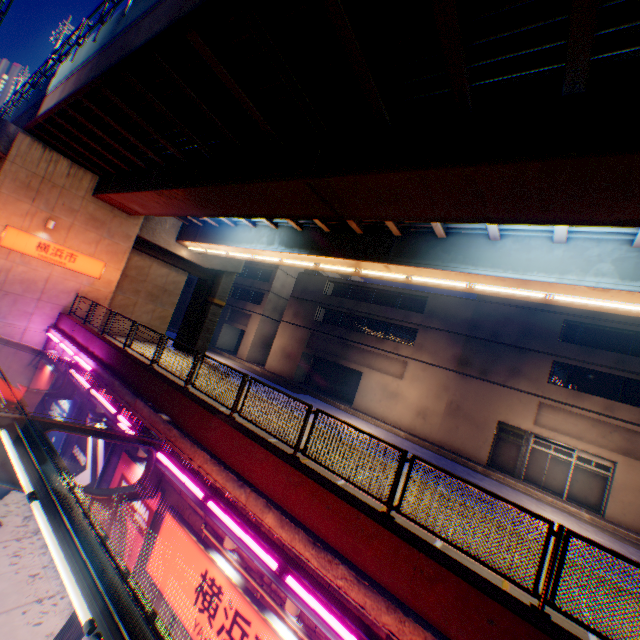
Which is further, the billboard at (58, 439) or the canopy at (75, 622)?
the billboard at (58, 439)

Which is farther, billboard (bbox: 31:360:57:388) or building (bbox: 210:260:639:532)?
building (bbox: 210:260:639:532)

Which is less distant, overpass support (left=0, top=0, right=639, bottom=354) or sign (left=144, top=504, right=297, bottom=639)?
overpass support (left=0, top=0, right=639, bottom=354)

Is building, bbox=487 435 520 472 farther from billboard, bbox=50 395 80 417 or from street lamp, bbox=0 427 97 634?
street lamp, bbox=0 427 97 634

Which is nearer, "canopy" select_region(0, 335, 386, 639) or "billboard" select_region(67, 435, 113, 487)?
"canopy" select_region(0, 335, 386, 639)

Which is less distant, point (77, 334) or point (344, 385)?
point (77, 334)

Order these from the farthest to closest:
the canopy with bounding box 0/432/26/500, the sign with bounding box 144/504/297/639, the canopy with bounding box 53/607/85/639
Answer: the canopy with bounding box 53/607/85/639
the sign with bounding box 144/504/297/639
the canopy with bounding box 0/432/26/500

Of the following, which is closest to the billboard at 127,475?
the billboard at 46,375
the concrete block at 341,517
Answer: the concrete block at 341,517
